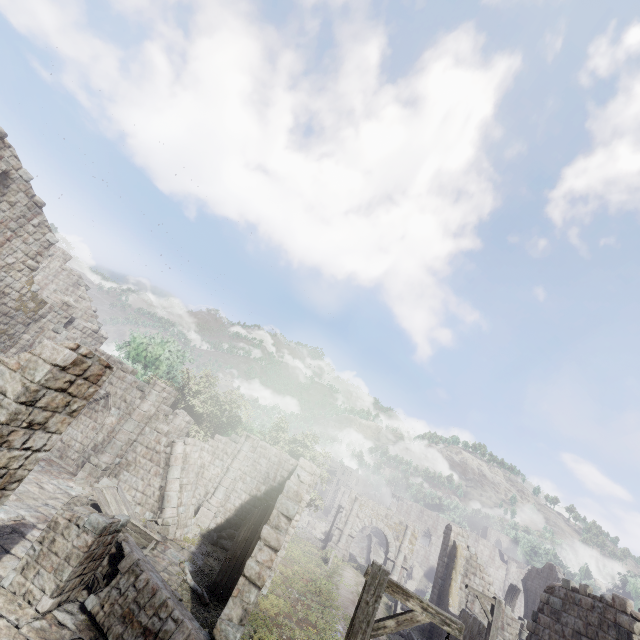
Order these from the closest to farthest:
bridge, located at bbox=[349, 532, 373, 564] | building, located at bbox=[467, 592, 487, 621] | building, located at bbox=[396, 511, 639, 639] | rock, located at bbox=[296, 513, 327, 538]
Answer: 1. building, located at bbox=[396, 511, 639, 639]
2. building, located at bbox=[467, 592, 487, 621]
3. bridge, located at bbox=[349, 532, 373, 564]
4. rock, located at bbox=[296, 513, 327, 538]

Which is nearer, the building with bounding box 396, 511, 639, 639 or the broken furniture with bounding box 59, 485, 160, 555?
the building with bounding box 396, 511, 639, 639

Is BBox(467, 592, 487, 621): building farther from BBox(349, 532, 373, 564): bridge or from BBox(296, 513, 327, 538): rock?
BBox(349, 532, 373, 564): bridge

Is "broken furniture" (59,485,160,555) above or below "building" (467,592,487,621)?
below

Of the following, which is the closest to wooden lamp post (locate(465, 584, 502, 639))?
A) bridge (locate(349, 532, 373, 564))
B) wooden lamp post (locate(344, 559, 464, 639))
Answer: wooden lamp post (locate(344, 559, 464, 639))

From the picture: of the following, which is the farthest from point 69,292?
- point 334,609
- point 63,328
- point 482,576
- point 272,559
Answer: point 482,576

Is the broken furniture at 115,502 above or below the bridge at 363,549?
below

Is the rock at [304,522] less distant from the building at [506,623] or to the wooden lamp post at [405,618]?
the building at [506,623]
